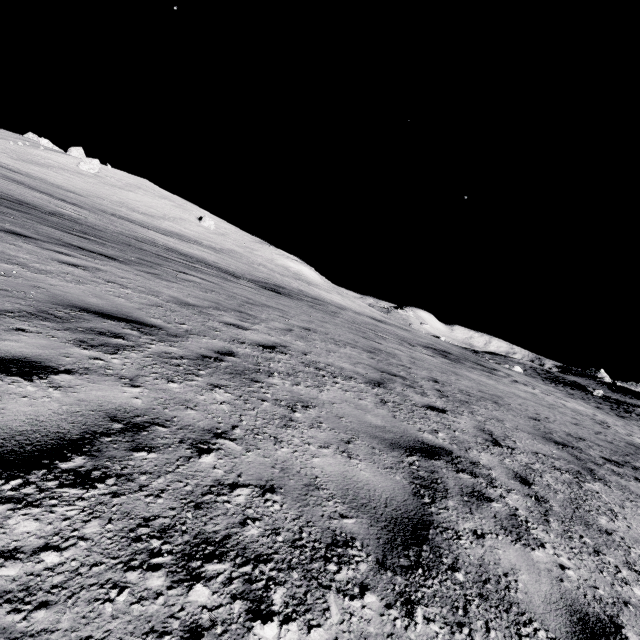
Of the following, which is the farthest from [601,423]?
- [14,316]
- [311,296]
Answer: [311,296]
